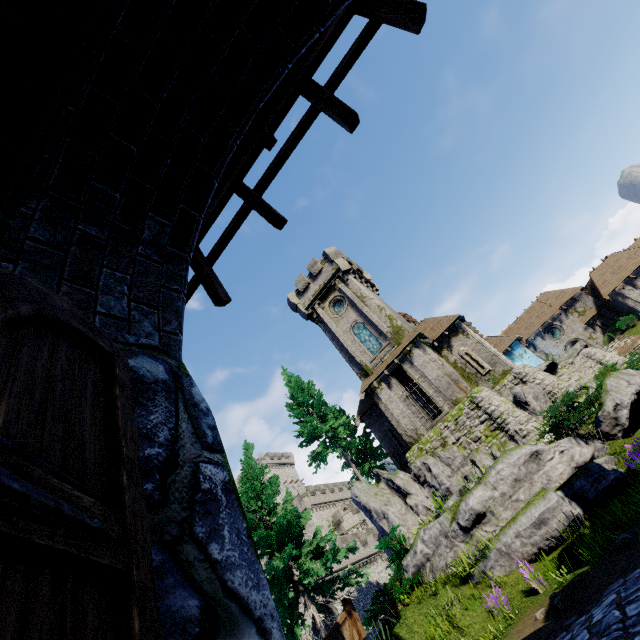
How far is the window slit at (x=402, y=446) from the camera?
26.2m

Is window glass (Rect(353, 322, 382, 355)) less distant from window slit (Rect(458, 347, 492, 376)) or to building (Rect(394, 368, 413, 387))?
building (Rect(394, 368, 413, 387))

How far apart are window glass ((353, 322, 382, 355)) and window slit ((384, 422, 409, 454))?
5.87m

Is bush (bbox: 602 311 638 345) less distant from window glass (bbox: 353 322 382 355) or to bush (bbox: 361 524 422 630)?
window glass (bbox: 353 322 382 355)

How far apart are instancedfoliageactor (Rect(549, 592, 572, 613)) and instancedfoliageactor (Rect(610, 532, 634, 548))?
1.7m

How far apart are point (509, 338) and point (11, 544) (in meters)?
43.21

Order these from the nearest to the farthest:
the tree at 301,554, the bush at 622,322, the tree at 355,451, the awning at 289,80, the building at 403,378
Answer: the awning at 289,80, the tree at 301,554, the tree at 355,451, the bush at 622,322, the building at 403,378

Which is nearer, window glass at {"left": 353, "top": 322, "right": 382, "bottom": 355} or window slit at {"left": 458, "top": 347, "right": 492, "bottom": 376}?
window slit at {"left": 458, "top": 347, "right": 492, "bottom": 376}
